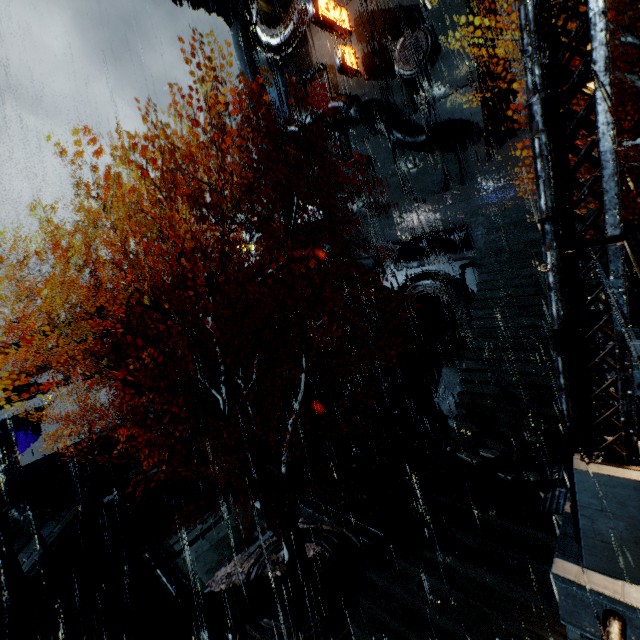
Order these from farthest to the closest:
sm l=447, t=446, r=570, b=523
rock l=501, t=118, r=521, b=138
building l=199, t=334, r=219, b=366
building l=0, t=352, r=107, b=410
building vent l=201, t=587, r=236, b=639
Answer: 1. rock l=501, t=118, r=521, b=138
2. building l=199, t=334, r=219, b=366
3. building l=0, t=352, r=107, b=410
4. building vent l=201, t=587, r=236, b=639
5. sm l=447, t=446, r=570, b=523

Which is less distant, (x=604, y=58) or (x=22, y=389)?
(x=604, y=58)

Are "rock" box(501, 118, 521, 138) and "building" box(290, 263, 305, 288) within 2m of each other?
no

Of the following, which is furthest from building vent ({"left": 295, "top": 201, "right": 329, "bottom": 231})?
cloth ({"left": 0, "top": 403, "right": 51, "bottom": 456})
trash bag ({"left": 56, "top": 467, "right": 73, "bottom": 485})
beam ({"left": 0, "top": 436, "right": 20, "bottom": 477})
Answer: cloth ({"left": 0, "top": 403, "right": 51, "bottom": 456})

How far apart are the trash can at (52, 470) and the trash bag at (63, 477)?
0.01m

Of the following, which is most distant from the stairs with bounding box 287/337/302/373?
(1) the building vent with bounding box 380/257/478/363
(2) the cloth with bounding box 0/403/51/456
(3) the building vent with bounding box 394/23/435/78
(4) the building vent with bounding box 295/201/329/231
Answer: (2) the cloth with bounding box 0/403/51/456

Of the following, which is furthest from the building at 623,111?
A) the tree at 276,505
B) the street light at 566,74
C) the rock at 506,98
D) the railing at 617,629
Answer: the rock at 506,98

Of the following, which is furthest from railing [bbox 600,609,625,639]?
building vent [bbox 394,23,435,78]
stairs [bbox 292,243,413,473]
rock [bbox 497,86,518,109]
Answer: rock [bbox 497,86,518,109]
